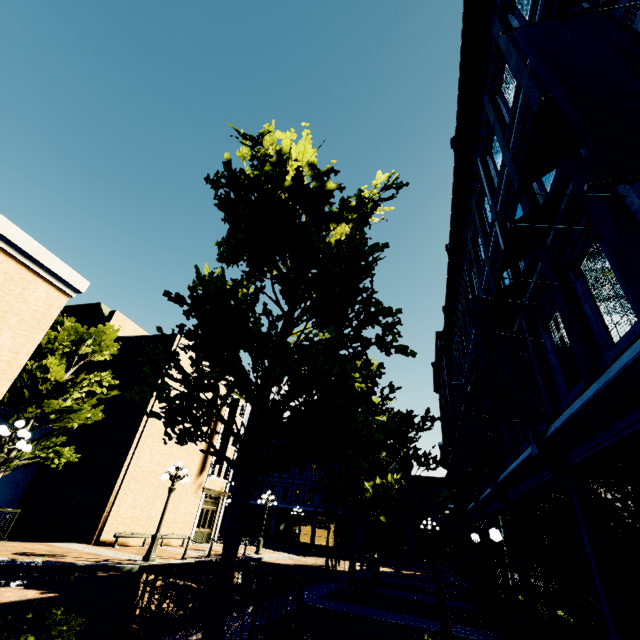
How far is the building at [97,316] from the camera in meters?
23.6 m

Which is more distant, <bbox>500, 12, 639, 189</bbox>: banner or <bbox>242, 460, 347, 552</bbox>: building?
<bbox>242, 460, 347, 552</bbox>: building

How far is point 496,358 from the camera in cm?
661

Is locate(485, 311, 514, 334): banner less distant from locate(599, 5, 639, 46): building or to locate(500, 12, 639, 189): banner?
locate(599, 5, 639, 46): building

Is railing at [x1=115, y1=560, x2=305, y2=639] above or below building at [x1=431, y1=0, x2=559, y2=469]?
below

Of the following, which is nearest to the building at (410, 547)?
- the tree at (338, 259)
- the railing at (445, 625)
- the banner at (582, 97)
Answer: the tree at (338, 259)

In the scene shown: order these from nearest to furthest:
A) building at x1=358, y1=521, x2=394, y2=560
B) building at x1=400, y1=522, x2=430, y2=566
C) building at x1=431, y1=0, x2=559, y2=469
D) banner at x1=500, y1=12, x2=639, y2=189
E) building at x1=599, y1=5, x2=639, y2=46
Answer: banner at x1=500, y1=12, x2=639, y2=189 → building at x1=599, y1=5, x2=639, y2=46 → building at x1=431, y1=0, x2=559, y2=469 → building at x1=400, y1=522, x2=430, y2=566 → building at x1=358, y1=521, x2=394, y2=560

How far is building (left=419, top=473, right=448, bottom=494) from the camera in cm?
2817
